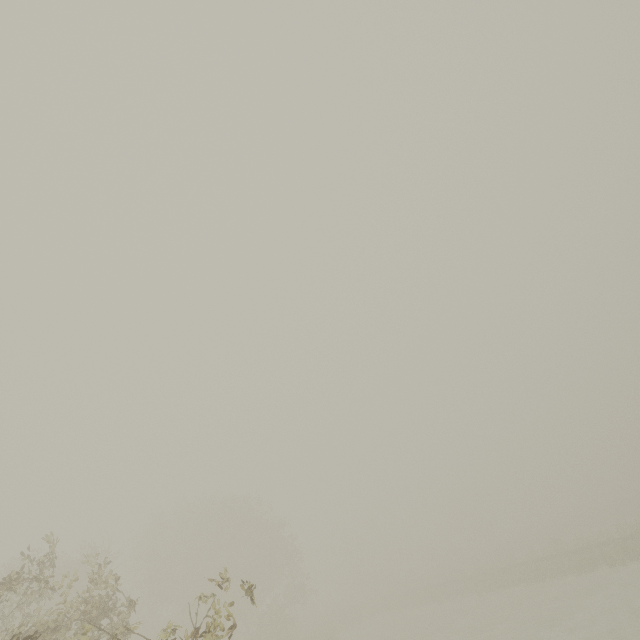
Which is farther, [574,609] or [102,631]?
[102,631]
